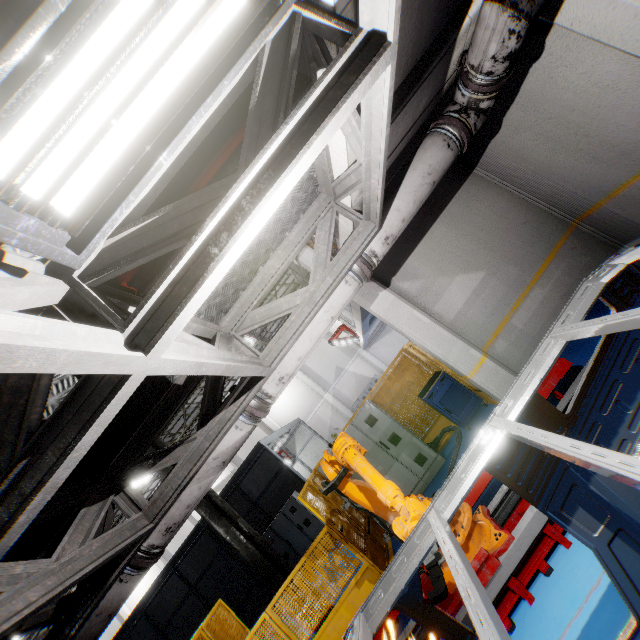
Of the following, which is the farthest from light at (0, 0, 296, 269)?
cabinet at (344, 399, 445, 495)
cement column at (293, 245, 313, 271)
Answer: cabinet at (344, 399, 445, 495)

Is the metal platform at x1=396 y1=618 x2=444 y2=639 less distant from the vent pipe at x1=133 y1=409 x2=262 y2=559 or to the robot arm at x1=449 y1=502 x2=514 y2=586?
the robot arm at x1=449 y1=502 x2=514 y2=586

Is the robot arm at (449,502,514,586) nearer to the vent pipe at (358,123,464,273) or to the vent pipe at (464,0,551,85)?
the vent pipe at (358,123,464,273)

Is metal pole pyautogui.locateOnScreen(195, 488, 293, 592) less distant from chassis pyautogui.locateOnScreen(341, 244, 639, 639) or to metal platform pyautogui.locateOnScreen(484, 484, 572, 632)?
metal platform pyautogui.locateOnScreen(484, 484, 572, 632)

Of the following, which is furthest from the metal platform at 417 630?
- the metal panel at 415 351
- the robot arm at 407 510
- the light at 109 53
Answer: the light at 109 53

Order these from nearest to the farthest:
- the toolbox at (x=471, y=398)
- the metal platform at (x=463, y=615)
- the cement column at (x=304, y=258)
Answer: the metal platform at (x=463, y=615) < the cement column at (x=304, y=258) < the toolbox at (x=471, y=398)

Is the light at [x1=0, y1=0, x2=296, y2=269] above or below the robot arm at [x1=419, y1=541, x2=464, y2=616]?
above

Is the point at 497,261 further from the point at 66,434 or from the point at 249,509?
the point at 249,509
